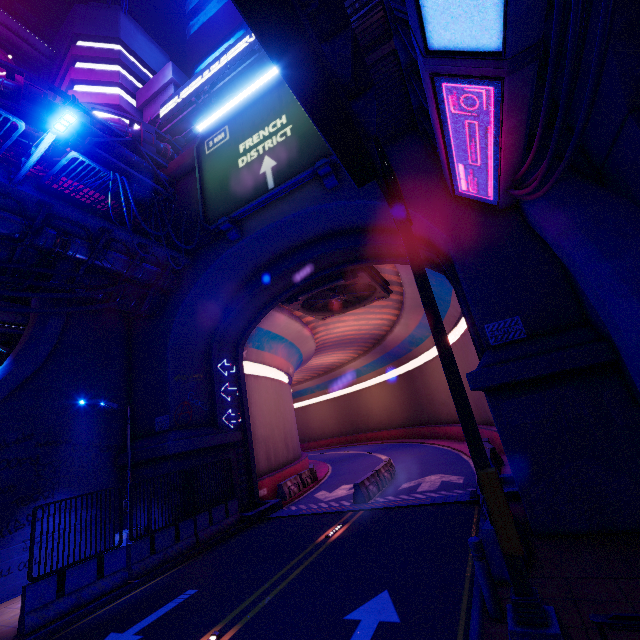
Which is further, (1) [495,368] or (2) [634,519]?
(1) [495,368]

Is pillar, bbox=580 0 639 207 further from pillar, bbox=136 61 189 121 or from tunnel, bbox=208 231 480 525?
pillar, bbox=136 61 189 121

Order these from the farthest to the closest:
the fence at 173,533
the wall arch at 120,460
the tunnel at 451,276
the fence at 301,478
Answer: the fence at 301,478 < the wall arch at 120,460 < the tunnel at 451,276 < the fence at 173,533

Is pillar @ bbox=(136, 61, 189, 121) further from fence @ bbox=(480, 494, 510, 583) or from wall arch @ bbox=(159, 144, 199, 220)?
fence @ bbox=(480, 494, 510, 583)

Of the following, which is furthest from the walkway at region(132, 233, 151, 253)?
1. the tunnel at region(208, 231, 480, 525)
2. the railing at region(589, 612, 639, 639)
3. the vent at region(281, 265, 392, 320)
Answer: the railing at region(589, 612, 639, 639)

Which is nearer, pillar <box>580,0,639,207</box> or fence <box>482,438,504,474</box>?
pillar <box>580,0,639,207</box>

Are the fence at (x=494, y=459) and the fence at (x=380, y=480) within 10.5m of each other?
yes

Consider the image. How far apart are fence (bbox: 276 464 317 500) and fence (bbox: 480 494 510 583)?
12.7m
